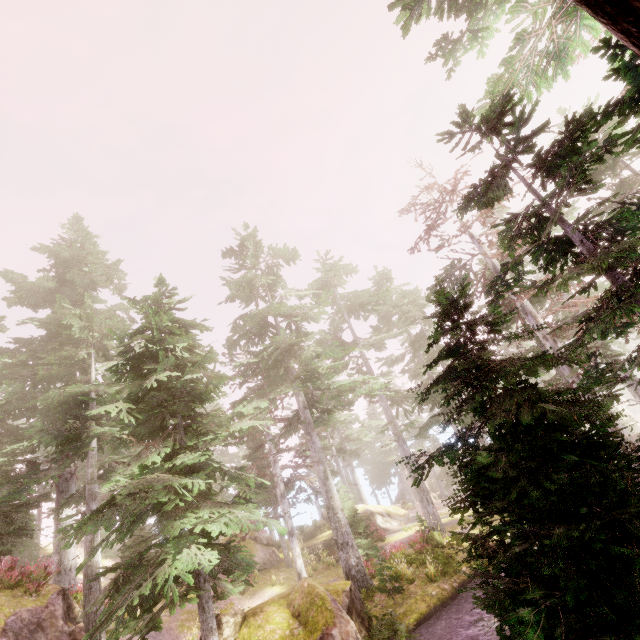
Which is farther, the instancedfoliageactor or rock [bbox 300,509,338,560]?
rock [bbox 300,509,338,560]

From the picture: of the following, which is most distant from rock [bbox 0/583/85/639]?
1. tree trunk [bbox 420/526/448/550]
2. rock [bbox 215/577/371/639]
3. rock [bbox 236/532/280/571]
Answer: tree trunk [bbox 420/526/448/550]

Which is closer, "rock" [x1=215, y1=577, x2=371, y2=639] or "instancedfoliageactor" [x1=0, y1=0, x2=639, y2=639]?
"instancedfoliageactor" [x1=0, y1=0, x2=639, y2=639]

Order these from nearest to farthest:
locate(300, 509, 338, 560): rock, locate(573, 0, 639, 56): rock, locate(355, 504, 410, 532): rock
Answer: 1. locate(573, 0, 639, 56): rock
2. locate(300, 509, 338, 560): rock
3. locate(355, 504, 410, 532): rock

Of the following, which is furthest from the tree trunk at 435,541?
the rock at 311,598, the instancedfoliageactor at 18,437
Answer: the rock at 311,598

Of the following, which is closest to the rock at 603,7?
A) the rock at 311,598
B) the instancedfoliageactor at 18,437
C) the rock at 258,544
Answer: the instancedfoliageactor at 18,437

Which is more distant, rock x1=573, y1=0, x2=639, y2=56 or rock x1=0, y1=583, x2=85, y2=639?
rock x1=0, y1=583, x2=85, y2=639

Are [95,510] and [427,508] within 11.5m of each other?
no
